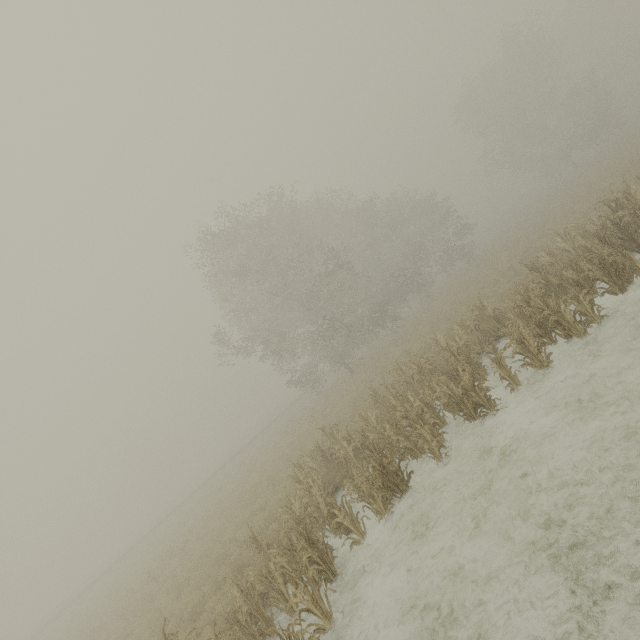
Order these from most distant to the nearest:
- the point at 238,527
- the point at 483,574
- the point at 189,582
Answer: the point at 238,527
the point at 189,582
the point at 483,574
